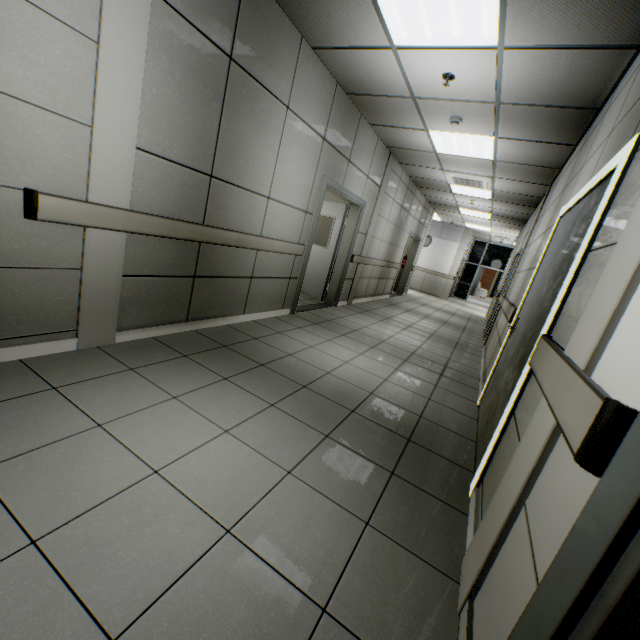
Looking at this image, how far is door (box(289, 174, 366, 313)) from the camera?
5.0 meters

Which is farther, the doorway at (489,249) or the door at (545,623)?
the doorway at (489,249)

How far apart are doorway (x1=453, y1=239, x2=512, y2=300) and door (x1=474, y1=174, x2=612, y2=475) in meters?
15.5 m

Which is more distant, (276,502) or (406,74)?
(406,74)

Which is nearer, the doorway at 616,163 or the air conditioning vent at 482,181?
the doorway at 616,163

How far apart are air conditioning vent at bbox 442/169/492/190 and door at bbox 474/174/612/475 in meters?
4.0

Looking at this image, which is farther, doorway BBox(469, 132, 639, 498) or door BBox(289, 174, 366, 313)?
door BBox(289, 174, 366, 313)

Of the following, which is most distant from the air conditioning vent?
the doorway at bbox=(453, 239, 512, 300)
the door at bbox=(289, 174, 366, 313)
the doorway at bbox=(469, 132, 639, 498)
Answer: the doorway at bbox=(453, 239, 512, 300)
